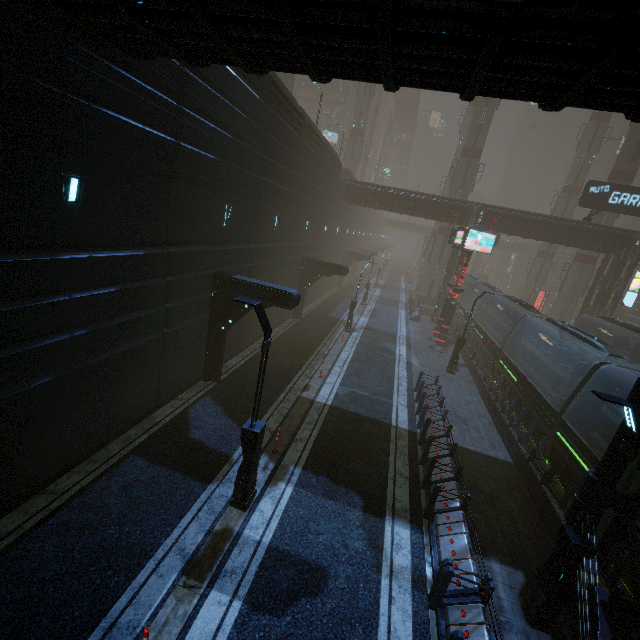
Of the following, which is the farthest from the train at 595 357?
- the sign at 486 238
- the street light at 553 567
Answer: the street light at 553 567

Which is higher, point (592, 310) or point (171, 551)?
point (592, 310)

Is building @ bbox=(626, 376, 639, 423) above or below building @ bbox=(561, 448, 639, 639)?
above

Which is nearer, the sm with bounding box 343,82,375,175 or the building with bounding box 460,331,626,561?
the building with bounding box 460,331,626,561

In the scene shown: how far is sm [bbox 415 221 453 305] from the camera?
40.22m

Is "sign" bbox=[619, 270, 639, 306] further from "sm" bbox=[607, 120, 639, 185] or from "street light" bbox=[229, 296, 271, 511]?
"street light" bbox=[229, 296, 271, 511]

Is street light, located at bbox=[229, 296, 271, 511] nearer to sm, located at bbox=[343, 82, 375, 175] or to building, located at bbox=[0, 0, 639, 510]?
building, located at bbox=[0, 0, 639, 510]

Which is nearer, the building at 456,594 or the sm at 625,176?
the building at 456,594
